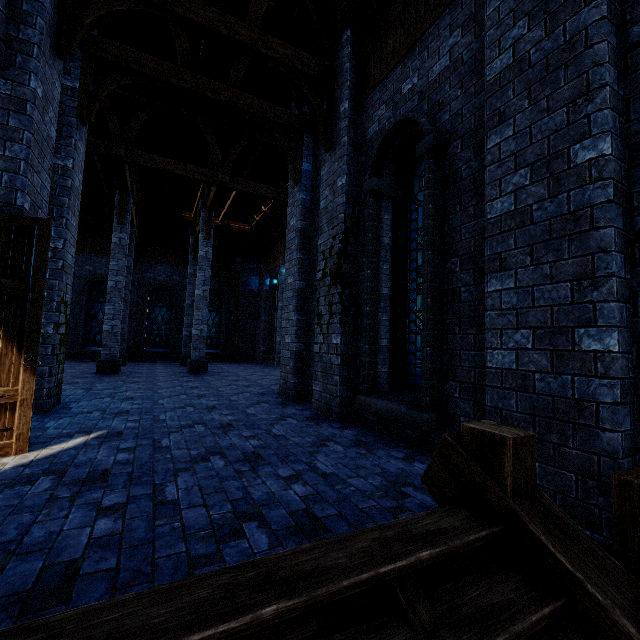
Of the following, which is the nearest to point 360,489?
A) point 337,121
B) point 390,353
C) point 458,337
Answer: point 458,337

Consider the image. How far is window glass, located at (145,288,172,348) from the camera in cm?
1938

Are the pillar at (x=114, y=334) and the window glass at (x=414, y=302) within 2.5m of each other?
no

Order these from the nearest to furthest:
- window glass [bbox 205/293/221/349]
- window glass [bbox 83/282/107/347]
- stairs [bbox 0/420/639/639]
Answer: stairs [bbox 0/420/639/639]
window glass [bbox 83/282/107/347]
window glass [bbox 205/293/221/349]

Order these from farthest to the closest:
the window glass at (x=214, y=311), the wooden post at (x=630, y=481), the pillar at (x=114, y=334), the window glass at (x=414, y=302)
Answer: the window glass at (x=214, y=311) → the pillar at (x=114, y=334) → the window glass at (x=414, y=302) → the wooden post at (x=630, y=481)

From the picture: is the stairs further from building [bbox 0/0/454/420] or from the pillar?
the pillar

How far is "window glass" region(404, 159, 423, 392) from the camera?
5.0m

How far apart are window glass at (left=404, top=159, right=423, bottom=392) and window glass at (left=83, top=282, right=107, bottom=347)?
18.72m
